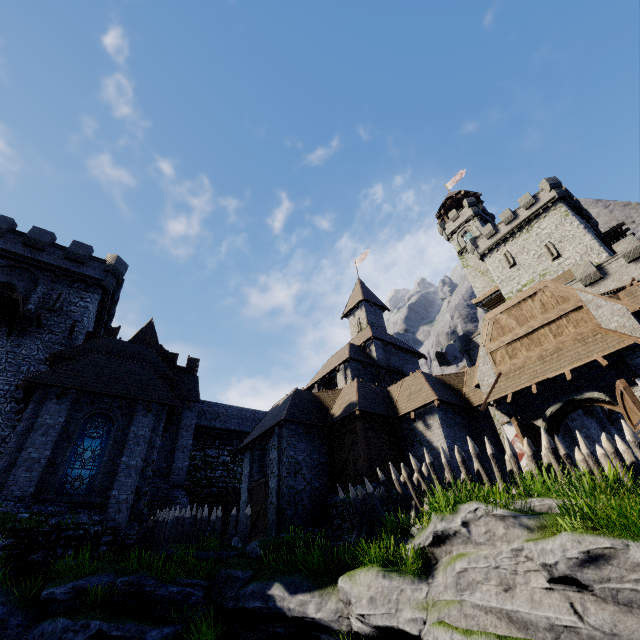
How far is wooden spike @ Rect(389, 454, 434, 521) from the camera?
10.5 meters

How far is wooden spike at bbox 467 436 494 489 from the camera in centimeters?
934cm

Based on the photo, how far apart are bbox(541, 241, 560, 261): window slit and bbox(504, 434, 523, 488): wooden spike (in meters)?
33.11

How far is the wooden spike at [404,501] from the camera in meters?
10.5

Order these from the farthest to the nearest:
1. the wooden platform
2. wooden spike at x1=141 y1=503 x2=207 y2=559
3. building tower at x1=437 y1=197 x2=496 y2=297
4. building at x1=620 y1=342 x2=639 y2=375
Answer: building tower at x1=437 y1=197 x2=496 y2=297, the wooden platform, wooden spike at x1=141 y1=503 x2=207 y2=559, building at x1=620 y1=342 x2=639 y2=375

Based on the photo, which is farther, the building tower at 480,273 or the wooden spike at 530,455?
the building tower at 480,273

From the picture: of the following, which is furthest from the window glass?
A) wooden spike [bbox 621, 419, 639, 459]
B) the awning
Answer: wooden spike [bbox 621, 419, 639, 459]

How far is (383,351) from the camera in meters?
28.8 m
